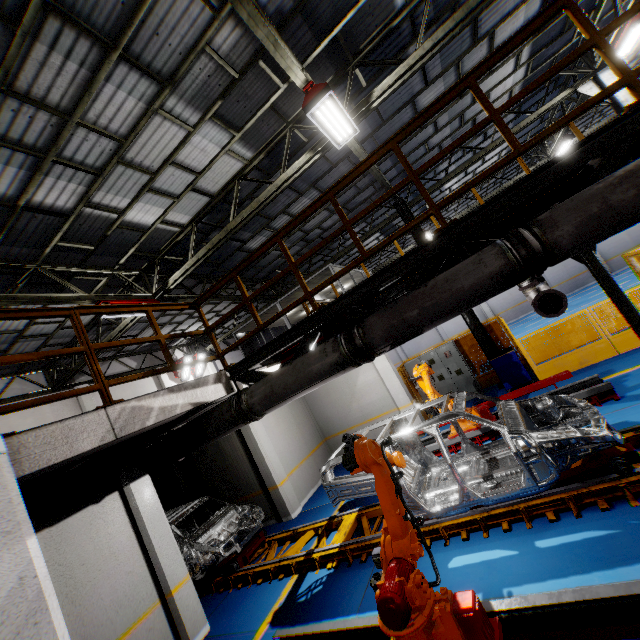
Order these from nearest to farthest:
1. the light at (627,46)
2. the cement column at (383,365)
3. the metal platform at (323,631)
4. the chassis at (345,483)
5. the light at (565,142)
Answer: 1. the metal platform at (323,631)
2. the chassis at (345,483)
3. the light at (627,46)
4. the cement column at (383,365)
5. the light at (565,142)

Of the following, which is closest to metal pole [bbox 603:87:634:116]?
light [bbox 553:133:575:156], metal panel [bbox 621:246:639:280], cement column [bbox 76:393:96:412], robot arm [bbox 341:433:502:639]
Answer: metal panel [bbox 621:246:639:280]

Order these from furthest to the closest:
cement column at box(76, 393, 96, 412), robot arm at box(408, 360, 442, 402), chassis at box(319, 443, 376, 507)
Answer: cement column at box(76, 393, 96, 412)
robot arm at box(408, 360, 442, 402)
chassis at box(319, 443, 376, 507)

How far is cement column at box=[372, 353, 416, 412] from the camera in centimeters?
1133cm

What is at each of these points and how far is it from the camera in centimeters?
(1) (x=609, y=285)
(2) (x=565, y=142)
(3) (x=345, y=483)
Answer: (1) metal pole, 620cm
(2) light, 1541cm
(3) chassis, 586cm

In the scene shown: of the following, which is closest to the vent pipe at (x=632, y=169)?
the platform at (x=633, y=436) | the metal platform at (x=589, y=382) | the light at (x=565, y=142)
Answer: the platform at (x=633, y=436)

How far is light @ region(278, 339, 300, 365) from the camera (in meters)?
6.33

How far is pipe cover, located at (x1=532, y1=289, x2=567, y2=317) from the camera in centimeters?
644cm
